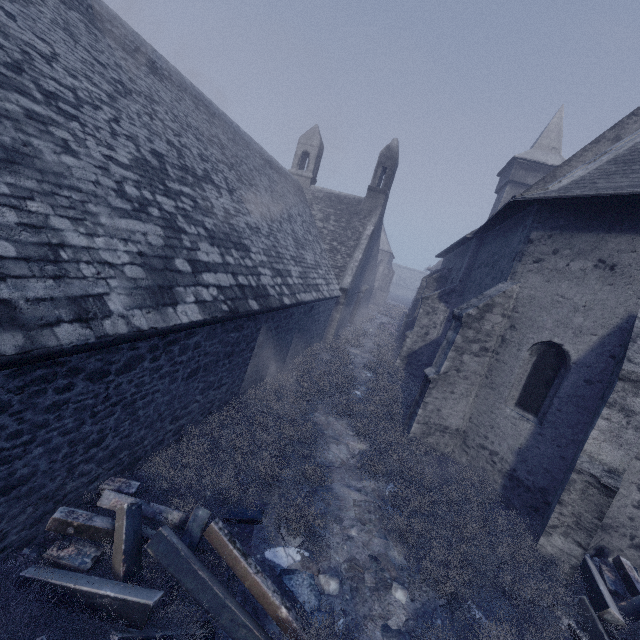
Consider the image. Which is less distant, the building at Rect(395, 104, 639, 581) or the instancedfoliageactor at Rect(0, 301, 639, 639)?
the instancedfoliageactor at Rect(0, 301, 639, 639)

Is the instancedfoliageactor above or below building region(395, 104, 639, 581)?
below

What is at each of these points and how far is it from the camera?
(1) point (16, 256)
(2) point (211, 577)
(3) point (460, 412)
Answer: (1) building, 3.3 meters
(2) instancedfoliageactor, 3.8 meters
(3) building, 8.9 meters

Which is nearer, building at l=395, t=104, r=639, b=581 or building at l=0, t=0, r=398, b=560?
building at l=0, t=0, r=398, b=560

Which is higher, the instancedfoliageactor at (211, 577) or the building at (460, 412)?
the building at (460, 412)
